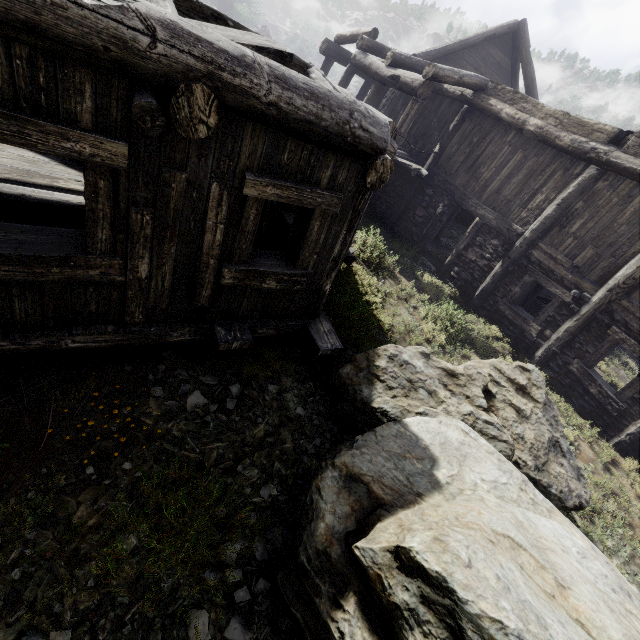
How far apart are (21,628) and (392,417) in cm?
397
